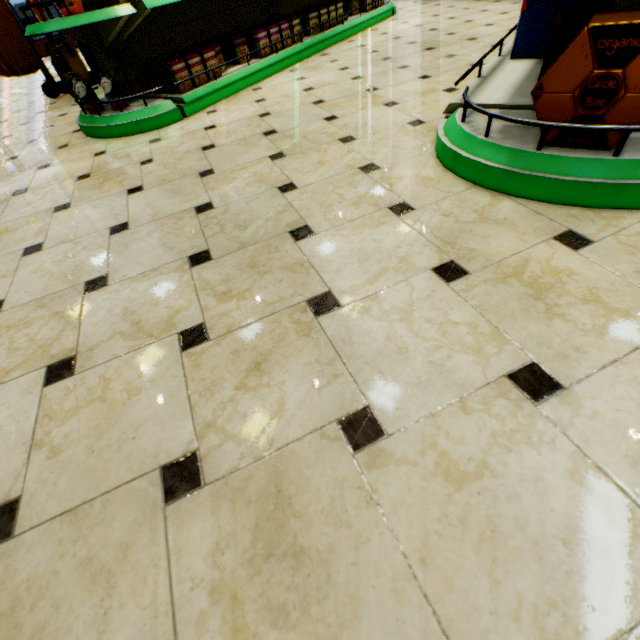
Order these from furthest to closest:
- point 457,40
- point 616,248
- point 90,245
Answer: point 457,40 < point 90,245 < point 616,248

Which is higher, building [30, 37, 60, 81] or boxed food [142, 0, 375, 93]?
building [30, 37, 60, 81]

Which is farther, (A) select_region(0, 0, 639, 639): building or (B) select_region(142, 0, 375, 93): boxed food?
(B) select_region(142, 0, 375, 93): boxed food

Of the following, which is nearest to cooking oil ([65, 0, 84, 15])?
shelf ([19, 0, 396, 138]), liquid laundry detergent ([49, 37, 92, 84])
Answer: shelf ([19, 0, 396, 138])

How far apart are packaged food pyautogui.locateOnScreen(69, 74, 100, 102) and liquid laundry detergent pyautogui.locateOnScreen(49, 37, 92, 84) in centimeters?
210cm

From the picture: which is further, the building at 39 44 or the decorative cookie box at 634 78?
the building at 39 44

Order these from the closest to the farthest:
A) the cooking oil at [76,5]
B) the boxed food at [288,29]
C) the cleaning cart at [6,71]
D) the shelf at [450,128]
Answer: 1. the shelf at [450,128]
2. the cooking oil at [76,5]
3. the boxed food at [288,29]
4. the cleaning cart at [6,71]

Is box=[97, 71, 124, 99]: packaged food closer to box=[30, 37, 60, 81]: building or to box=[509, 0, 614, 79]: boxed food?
box=[30, 37, 60, 81]: building
